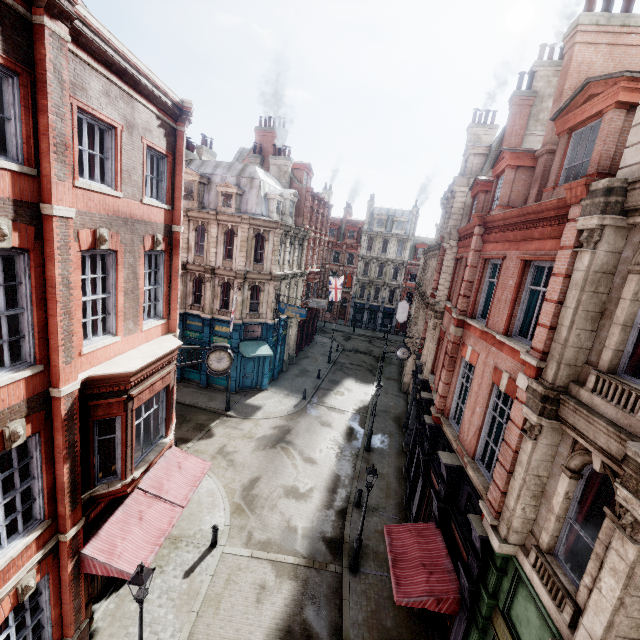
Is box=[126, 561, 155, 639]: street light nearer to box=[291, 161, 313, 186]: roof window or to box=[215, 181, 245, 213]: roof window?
box=[215, 181, 245, 213]: roof window

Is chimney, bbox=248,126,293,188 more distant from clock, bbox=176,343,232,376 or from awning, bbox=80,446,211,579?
awning, bbox=80,446,211,579

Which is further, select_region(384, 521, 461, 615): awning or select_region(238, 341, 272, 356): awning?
select_region(238, 341, 272, 356): awning

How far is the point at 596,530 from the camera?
7.2 meters

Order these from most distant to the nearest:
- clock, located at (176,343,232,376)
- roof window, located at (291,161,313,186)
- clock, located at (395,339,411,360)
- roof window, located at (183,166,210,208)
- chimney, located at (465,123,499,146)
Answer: roof window, located at (291,161,313,186)
chimney, located at (465,123,499,146)
roof window, located at (183,166,210,208)
clock, located at (395,339,411,360)
clock, located at (176,343,232,376)

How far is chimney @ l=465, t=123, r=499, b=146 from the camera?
25.36m

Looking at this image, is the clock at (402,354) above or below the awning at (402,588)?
above

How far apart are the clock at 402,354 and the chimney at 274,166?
21.83m
